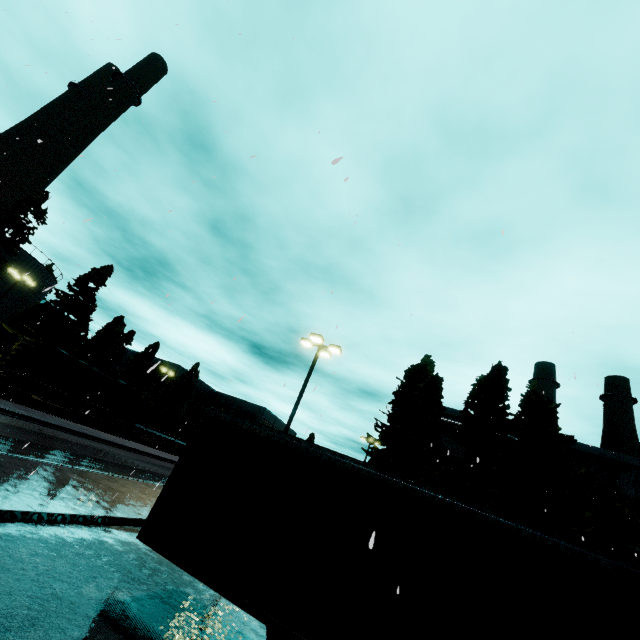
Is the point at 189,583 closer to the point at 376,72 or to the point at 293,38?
the point at 376,72

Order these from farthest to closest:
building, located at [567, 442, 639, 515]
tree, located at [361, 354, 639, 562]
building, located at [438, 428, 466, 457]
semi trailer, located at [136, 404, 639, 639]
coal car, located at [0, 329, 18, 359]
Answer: building, located at [438, 428, 466, 457], building, located at [567, 442, 639, 515], coal car, located at [0, 329, 18, 359], tree, located at [361, 354, 639, 562], semi trailer, located at [136, 404, 639, 639]

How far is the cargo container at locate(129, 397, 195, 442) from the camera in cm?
3766

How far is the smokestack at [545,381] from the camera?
40.6m

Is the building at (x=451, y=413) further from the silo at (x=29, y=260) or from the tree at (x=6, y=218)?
the silo at (x=29, y=260)

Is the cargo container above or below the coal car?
below

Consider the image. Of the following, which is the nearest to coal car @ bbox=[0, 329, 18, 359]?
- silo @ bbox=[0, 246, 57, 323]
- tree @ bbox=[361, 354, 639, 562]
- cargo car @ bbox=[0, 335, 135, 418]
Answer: cargo car @ bbox=[0, 335, 135, 418]

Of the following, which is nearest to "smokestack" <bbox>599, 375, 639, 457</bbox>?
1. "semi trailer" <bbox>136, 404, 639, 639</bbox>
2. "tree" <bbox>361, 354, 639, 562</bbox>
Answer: "tree" <bbox>361, 354, 639, 562</bbox>
